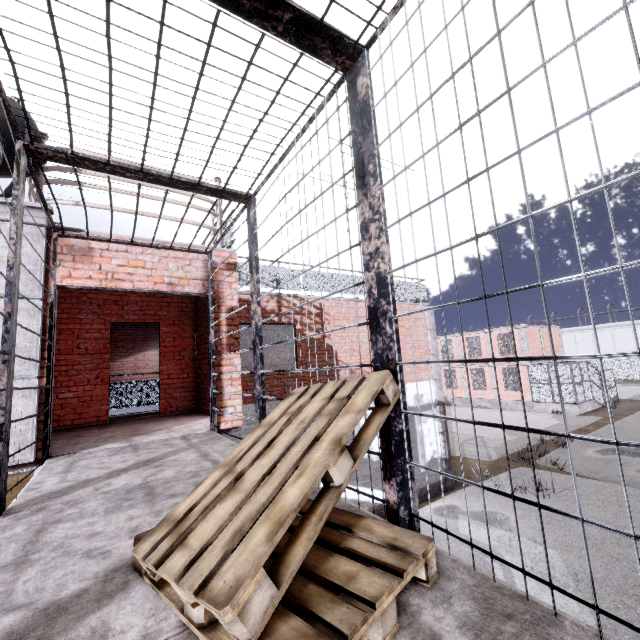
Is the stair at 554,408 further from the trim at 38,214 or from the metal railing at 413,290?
the trim at 38,214

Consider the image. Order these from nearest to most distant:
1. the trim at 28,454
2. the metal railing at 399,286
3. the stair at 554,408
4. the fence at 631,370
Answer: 1. the trim at 28,454
2. the metal railing at 399,286
3. the stair at 554,408
4. the fence at 631,370

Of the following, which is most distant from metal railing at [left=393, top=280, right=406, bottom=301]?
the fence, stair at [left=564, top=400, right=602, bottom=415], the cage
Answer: stair at [left=564, top=400, right=602, bottom=415]

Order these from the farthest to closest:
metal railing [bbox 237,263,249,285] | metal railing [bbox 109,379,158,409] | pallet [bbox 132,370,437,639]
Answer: metal railing [bbox 237,263,249,285] < metal railing [bbox 109,379,158,409] < pallet [bbox 132,370,437,639]

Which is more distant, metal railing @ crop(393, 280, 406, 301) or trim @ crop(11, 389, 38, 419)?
metal railing @ crop(393, 280, 406, 301)

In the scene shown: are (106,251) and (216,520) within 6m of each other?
yes

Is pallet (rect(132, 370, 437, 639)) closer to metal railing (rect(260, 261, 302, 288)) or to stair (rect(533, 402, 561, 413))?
metal railing (rect(260, 261, 302, 288))
